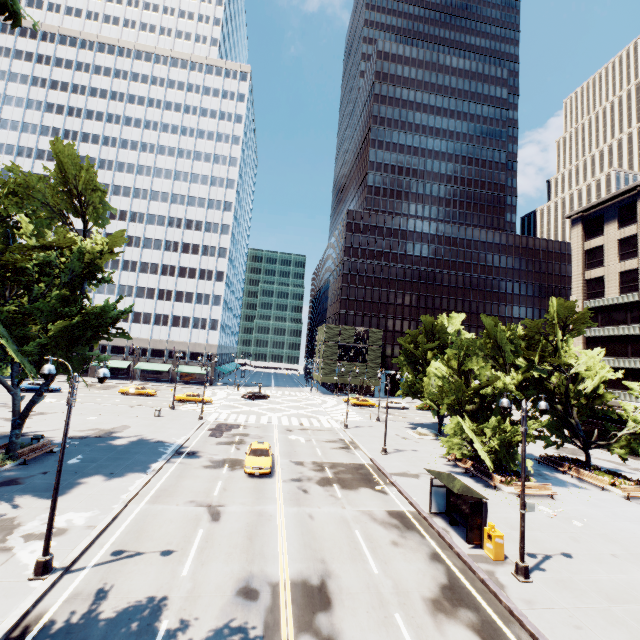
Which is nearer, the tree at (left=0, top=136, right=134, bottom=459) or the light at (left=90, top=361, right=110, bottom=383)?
the light at (left=90, top=361, right=110, bottom=383)

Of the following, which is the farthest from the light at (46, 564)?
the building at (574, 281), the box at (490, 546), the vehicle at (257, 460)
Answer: the vehicle at (257, 460)

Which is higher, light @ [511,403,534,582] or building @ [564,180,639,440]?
building @ [564,180,639,440]

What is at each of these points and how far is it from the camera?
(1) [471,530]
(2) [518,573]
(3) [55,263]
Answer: (1) bus stop, 15.2 meters
(2) light, 13.2 meters
(3) tree, 19.6 meters

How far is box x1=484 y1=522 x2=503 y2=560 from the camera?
14.4 meters

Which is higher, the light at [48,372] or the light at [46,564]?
the light at [48,372]

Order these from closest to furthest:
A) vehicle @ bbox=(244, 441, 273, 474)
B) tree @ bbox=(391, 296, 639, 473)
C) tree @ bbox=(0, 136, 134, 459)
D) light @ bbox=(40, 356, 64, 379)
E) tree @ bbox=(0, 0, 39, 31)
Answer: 1. tree @ bbox=(0, 0, 39, 31)
2. light @ bbox=(40, 356, 64, 379)
3. tree @ bbox=(0, 136, 134, 459)
4. vehicle @ bbox=(244, 441, 273, 474)
5. tree @ bbox=(391, 296, 639, 473)

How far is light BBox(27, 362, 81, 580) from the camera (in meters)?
11.05
